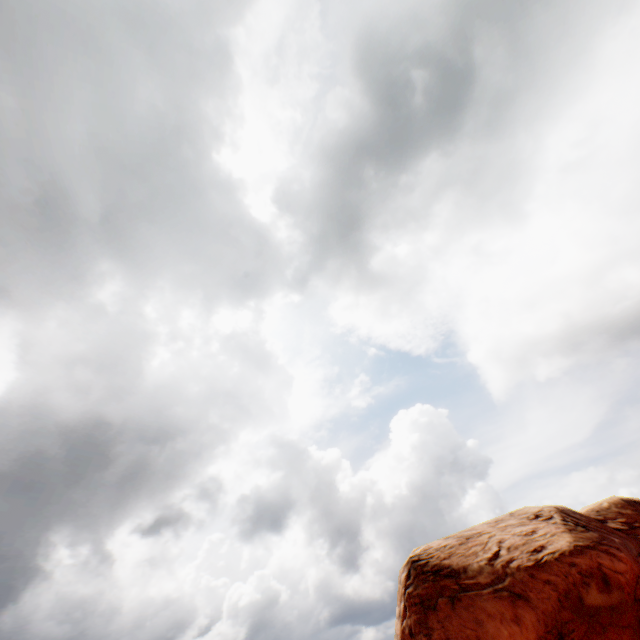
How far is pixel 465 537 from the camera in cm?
1644
